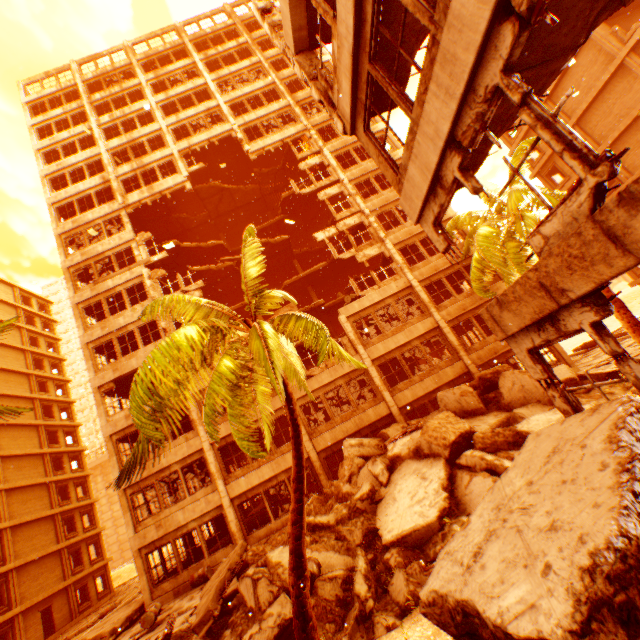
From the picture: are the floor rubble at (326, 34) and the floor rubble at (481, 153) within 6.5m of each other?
yes

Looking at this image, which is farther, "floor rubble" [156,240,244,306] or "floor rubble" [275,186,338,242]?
A: "floor rubble" [275,186,338,242]

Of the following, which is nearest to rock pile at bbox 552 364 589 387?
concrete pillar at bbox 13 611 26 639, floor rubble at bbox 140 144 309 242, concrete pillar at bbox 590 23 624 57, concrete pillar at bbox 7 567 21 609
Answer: floor rubble at bbox 140 144 309 242

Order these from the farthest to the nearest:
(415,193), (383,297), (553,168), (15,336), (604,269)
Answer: (15,336), (553,168), (383,297), (415,193), (604,269)

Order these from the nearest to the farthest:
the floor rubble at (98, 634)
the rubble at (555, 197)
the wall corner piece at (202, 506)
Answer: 1. the rubble at (555, 197)
2. the floor rubble at (98, 634)
3. the wall corner piece at (202, 506)

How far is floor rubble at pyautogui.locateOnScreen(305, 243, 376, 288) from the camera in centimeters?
2540cm

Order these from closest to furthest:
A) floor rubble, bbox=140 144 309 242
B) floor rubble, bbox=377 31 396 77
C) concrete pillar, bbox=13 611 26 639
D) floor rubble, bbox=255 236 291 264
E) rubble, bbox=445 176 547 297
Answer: floor rubble, bbox=377 31 396 77
rubble, bbox=445 176 547 297
concrete pillar, bbox=13 611 26 639
floor rubble, bbox=255 236 291 264
floor rubble, bbox=140 144 309 242

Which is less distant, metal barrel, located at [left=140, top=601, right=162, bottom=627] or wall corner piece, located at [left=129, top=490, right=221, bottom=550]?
metal barrel, located at [left=140, top=601, right=162, bottom=627]
